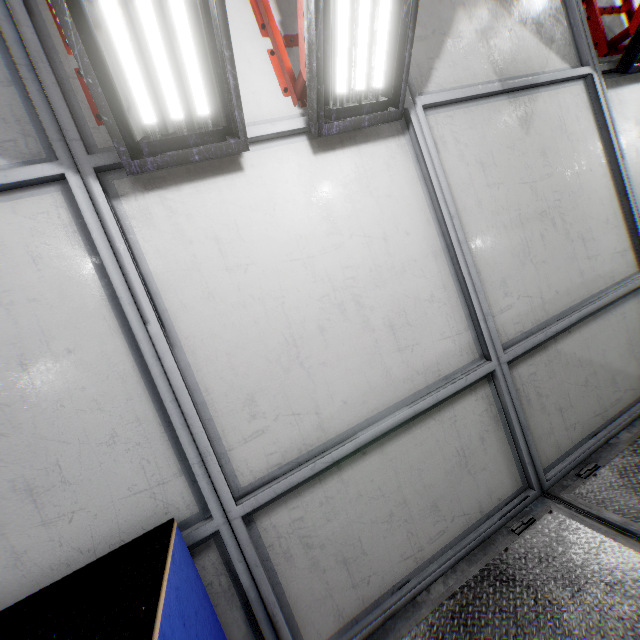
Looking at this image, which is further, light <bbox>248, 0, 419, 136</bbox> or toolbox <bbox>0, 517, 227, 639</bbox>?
light <bbox>248, 0, 419, 136</bbox>

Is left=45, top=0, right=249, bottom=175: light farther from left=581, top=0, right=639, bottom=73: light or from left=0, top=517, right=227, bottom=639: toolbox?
left=581, top=0, right=639, bottom=73: light

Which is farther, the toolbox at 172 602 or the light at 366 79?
the light at 366 79

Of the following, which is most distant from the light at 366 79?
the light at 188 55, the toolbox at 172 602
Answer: the toolbox at 172 602

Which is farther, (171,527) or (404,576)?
(404,576)

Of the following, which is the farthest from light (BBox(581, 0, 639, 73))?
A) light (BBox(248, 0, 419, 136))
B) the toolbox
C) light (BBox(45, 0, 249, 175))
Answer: the toolbox

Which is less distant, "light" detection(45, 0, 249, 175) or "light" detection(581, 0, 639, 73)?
"light" detection(45, 0, 249, 175)

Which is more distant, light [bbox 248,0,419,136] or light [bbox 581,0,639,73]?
light [bbox 581,0,639,73]
